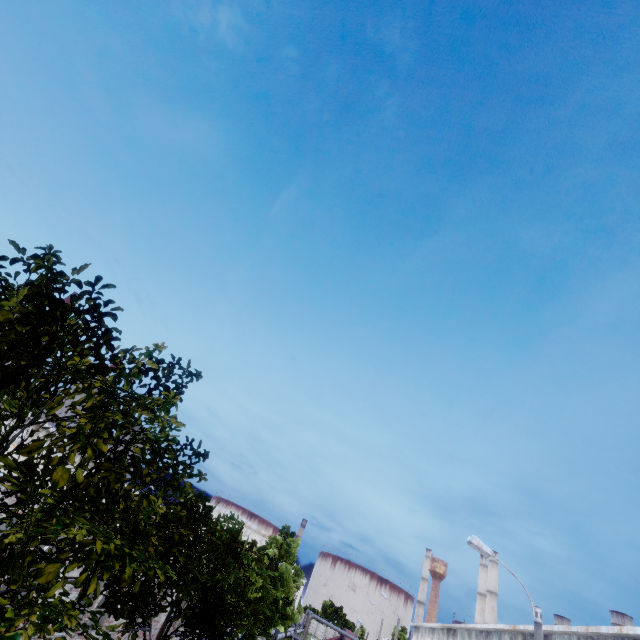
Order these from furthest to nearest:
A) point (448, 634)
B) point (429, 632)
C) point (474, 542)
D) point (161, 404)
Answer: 1. point (429, 632)
2. point (448, 634)
3. point (474, 542)
4. point (161, 404)
